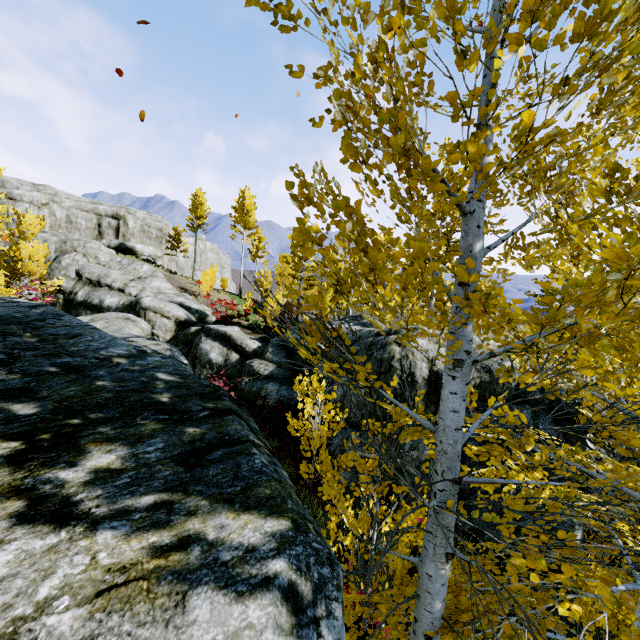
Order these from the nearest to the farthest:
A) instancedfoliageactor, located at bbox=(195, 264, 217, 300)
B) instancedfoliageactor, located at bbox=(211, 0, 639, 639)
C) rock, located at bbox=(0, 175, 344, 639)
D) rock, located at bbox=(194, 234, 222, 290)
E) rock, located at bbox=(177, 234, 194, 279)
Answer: rock, located at bbox=(0, 175, 344, 639), instancedfoliageactor, located at bbox=(211, 0, 639, 639), instancedfoliageactor, located at bbox=(195, 264, 217, 300), rock, located at bbox=(177, 234, 194, 279), rock, located at bbox=(194, 234, 222, 290)

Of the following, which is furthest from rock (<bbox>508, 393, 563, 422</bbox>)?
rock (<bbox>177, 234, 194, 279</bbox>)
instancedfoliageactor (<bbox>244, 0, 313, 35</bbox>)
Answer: rock (<bbox>177, 234, 194, 279</bbox>)

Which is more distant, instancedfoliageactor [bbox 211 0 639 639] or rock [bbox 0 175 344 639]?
instancedfoliageactor [bbox 211 0 639 639]

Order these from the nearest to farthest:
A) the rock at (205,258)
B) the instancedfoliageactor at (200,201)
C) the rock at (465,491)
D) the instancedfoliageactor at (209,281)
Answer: the rock at (465,491)
the instancedfoliageactor at (209,281)
the instancedfoliageactor at (200,201)
the rock at (205,258)

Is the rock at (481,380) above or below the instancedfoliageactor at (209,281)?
below

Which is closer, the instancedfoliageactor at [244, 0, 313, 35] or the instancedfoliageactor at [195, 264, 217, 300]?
the instancedfoliageactor at [244, 0, 313, 35]

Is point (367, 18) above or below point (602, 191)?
above

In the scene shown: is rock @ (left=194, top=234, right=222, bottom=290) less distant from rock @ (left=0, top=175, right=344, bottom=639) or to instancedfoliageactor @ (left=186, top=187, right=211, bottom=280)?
instancedfoliageactor @ (left=186, top=187, right=211, bottom=280)
